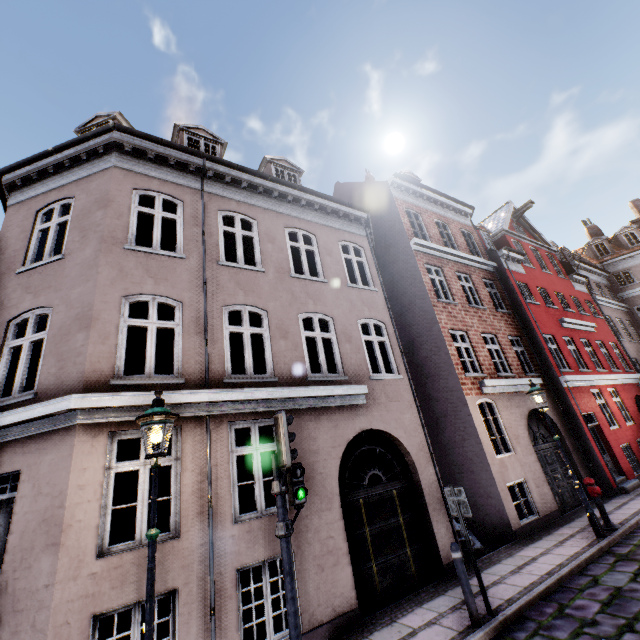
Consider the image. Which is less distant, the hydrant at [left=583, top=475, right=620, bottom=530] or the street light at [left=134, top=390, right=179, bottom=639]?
the street light at [left=134, top=390, right=179, bottom=639]

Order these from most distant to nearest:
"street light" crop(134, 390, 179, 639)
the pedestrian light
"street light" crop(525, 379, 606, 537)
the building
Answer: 1. "street light" crop(525, 379, 606, 537)
2. the building
3. the pedestrian light
4. "street light" crop(134, 390, 179, 639)

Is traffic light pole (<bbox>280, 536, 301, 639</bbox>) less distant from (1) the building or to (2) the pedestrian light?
(2) the pedestrian light

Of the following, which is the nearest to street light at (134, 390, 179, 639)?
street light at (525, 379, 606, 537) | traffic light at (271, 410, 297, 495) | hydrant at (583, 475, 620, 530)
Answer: traffic light at (271, 410, 297, 495)

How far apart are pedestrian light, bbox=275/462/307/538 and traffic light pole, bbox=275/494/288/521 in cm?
1

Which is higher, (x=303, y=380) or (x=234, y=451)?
(x=303, y=380)

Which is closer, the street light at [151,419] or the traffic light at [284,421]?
the street light at [151,419]

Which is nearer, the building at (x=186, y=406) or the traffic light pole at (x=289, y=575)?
the traffic light pole at (x=289, y=575)
